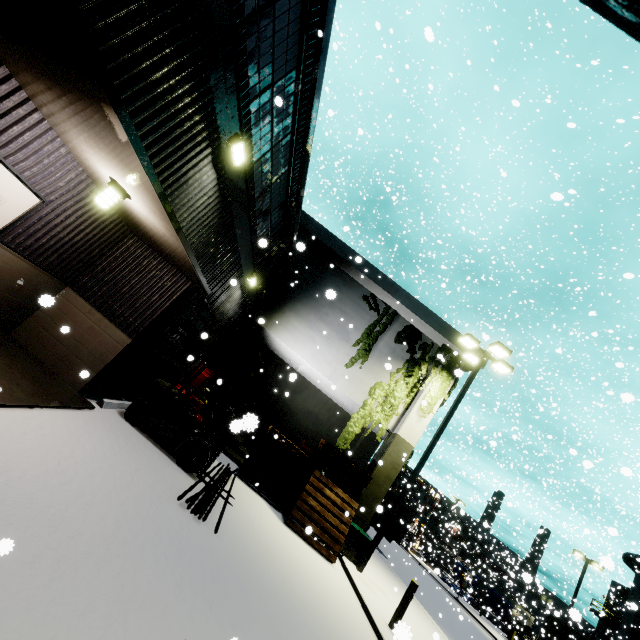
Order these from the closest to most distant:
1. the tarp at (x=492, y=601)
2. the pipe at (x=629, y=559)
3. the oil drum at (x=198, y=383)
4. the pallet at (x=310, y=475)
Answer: the pallet at (x=310, y=475)
the oil drum at (x=198, y=383)
the pipe at (x=629, y=559)
the tarp at (x=492, y=601)

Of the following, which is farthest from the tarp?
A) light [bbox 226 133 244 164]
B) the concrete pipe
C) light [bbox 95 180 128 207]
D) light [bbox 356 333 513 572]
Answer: light [bbox 95 180 128 207]

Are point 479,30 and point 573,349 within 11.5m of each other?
no

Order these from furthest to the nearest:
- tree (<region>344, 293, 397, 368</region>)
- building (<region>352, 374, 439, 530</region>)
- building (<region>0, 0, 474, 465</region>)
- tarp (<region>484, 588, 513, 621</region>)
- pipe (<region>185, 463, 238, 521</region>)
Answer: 1. tarp (<region>484, 588, 513, 621</region>)
2. tree (<region>344, 293, 397, 368</region>)
3. building (<region>352, 374, 439, 530</region>)
4. pipe (<region>185, 463, 238, 521</region>)
5. building (<region>0, 0, 474, 465</region>)

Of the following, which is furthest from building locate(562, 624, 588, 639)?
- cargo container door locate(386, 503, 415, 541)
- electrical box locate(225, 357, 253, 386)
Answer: cargo container door locate(386, 503, 415, 541)

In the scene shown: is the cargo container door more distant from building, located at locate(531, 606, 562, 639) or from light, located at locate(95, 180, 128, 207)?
light, located at locate(95, 180, 128, 207)

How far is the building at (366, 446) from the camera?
17.5m

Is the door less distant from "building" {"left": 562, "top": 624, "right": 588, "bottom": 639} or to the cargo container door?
"building" {"left": 562, "top": 624, "right": 588, "bottom": 639}
